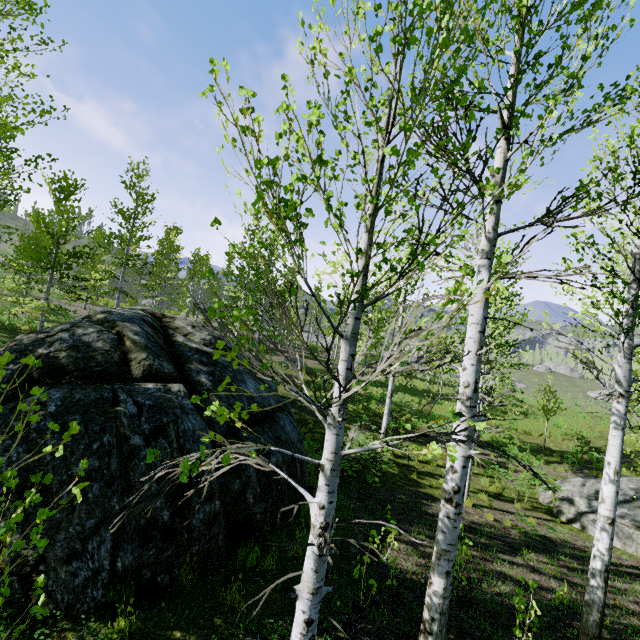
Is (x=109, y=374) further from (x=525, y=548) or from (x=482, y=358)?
(x=525, y=548)

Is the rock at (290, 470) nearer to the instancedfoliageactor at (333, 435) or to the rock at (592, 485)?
the rock at (592, 485)

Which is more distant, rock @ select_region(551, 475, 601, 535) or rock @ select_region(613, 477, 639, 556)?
rock @ select_region(551, 475, 601, 535)

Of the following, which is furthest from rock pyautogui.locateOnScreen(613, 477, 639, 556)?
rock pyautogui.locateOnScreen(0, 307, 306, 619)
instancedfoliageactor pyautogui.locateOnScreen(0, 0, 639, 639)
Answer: instancedfoliageactor pyautogui.locateOnScreen(0, 0, 639, 639)

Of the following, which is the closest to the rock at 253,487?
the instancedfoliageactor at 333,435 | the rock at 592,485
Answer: the rock at 592,485

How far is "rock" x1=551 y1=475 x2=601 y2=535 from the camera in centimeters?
1091cm

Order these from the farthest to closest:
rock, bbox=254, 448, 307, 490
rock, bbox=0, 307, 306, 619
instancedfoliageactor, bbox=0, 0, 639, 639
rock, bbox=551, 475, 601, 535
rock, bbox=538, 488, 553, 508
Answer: rock, bbox=538, 488, 553, 508 < rock, bbox=551, 475, 601, 535 < rock, bbox=254, 448, 307, 490 < rock, bbox=0, 307, 306, 619 < instancedfoliageactor, bbox=0, 0, 639, 639
